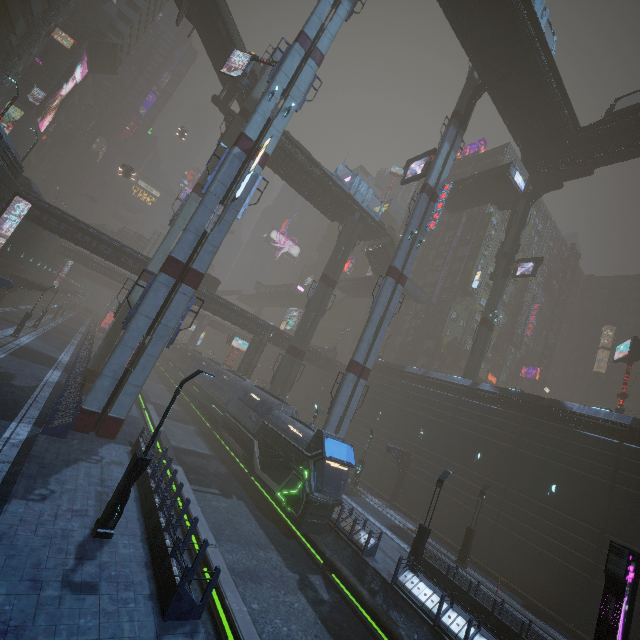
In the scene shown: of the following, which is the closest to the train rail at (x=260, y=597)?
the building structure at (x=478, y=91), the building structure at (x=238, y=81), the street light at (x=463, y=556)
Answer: the street light at (x=463, y=556)

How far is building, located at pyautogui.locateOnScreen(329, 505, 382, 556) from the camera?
16.8m

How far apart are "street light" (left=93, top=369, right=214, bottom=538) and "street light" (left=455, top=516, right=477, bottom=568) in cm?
2148

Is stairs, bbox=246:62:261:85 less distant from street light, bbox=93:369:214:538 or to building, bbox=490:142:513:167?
building, bbox=490:142:513:167

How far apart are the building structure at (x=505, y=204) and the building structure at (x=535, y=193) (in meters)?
0.58

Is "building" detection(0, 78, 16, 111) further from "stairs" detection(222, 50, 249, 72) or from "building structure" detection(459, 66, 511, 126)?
"building structure" detection(459, 66, 511, 126)

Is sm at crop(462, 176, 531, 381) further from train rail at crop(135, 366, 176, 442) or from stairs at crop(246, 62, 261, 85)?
stairs at crop(246, 62, 261, 85)

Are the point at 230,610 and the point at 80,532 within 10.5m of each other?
yes
